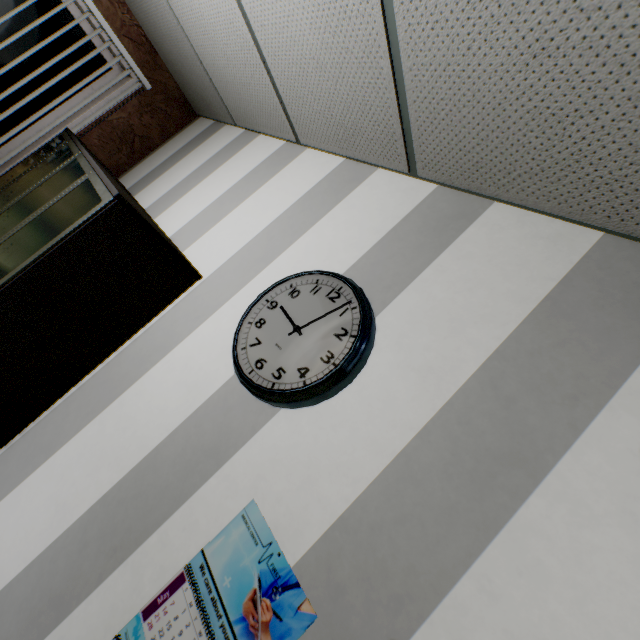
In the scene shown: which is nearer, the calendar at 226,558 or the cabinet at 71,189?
the calendar at 226,558

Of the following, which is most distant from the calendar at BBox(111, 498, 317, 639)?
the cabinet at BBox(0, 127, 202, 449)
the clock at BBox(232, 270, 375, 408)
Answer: the cabinet at BBox(0, 127, 202, 449)

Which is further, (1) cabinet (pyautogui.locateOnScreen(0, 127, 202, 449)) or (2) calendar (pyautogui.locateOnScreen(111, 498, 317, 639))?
(1) cabinet (pyautogui.locateOnScreen(0, 127, 202, 449))

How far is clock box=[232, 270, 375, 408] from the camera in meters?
1.1

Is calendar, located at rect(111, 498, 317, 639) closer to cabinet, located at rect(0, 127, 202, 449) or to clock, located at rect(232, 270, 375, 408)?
clock, located at rect(232, 270, 375, 408)

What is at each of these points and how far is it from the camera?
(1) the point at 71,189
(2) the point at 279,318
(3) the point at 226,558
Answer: (1) cabinet, 1.6 meters
(2) clock, 1.3 meters
(3) calendar, 0.9 meters

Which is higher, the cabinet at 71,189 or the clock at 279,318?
the clock at 279,318
